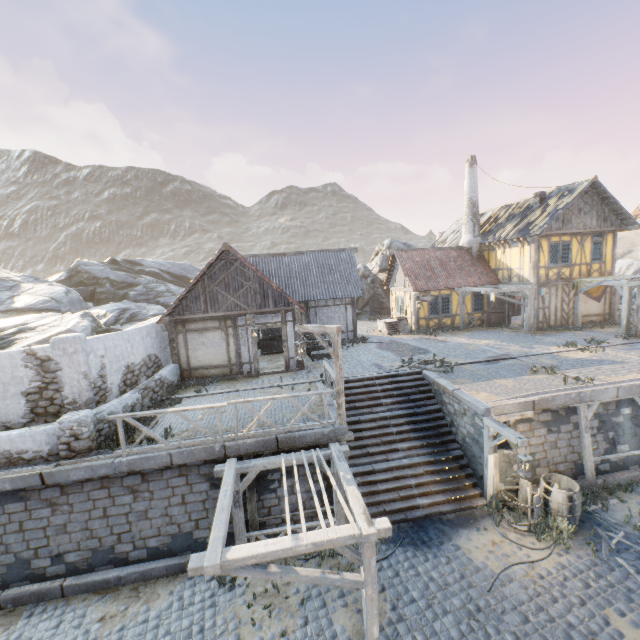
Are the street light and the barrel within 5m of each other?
yes

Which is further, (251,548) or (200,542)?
(200,542)

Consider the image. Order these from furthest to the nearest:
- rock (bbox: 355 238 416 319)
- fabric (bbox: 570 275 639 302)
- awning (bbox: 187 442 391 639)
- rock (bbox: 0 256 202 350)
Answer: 1. rock (bbox: 355 238 416 319)
2. fabric (bbox: 570 275 639 302)
3. rock (bbox: 0 256 202 350)
4. awning (bbox: 187 442 391 639)

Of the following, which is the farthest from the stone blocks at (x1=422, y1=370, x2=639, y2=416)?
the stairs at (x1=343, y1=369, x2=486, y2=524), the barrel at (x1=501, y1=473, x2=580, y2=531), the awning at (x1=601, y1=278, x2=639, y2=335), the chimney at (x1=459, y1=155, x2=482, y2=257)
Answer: the chimney at (x1=459, y1=155, x2=482, y2=257)

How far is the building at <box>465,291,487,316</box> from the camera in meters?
22.4 m

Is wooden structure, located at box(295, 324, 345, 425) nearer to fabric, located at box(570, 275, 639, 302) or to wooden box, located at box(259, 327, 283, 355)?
wooden box, located at box(259, 327, 283, 355)

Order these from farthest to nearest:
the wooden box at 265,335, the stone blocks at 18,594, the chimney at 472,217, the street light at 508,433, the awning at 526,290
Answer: the chimney at 472,217 < the awning at 526,290 < the wooden box at 265,335 < the street light at 508,433 < the stone blocks at 18,594

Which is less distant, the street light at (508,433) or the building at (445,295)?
the street light at (508,433)
